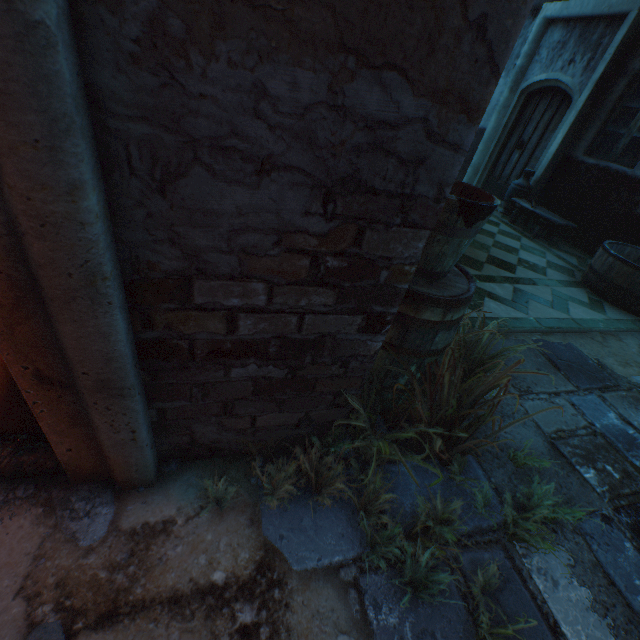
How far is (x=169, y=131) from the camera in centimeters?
76cm

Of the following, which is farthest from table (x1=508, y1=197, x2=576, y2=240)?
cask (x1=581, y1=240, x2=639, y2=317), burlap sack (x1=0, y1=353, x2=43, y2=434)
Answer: burlap sack (x1=0, y1=353, x2=43, y2=434)

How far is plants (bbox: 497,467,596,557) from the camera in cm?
154

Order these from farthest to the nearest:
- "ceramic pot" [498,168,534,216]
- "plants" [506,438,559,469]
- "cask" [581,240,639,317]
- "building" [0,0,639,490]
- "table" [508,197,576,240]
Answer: "ceramic pot" [498,168,534,216]
"table" [508,197,576,240]
"cask" [581,240,639,317]
"plants" [506,438,559,469]
"building" [0,0,639,490]

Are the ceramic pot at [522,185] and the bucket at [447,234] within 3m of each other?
no

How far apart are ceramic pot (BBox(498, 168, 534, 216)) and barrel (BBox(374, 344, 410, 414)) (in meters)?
6.38

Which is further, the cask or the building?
the cask

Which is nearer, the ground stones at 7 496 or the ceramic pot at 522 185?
the ground stones at 7 496
